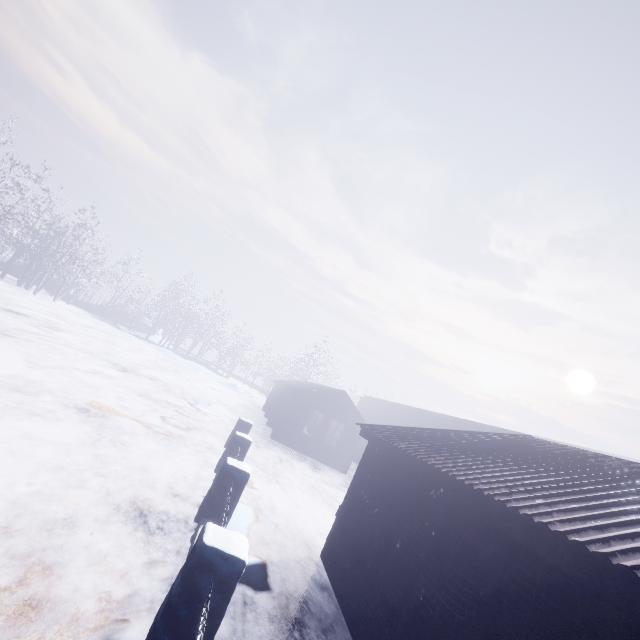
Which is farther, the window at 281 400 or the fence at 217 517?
the window at 281 400

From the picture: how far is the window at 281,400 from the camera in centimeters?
1783cm

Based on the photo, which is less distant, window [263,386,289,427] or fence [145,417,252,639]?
fence [145,417,252,639]

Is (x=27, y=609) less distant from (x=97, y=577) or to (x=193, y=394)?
(x=97, y=577)

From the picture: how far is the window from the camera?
17.8 meters
